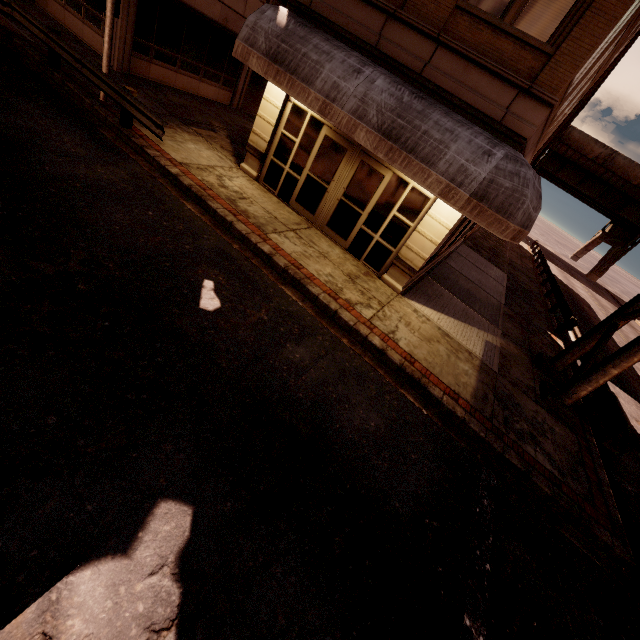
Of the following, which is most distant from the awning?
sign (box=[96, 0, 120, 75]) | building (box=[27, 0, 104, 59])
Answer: sign (box=[96, 0, 120, 75])

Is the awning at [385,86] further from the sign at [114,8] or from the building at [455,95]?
the sign at [114,8]

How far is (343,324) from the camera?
7.30m

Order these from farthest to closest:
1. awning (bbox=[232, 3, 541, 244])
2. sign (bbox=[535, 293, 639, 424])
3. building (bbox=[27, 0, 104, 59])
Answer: building (bbox=[27, 0, 104, 59])
sign (bbox=[535, 293, 639, 424])
awning (bbox=[232, 3, 541, 244])

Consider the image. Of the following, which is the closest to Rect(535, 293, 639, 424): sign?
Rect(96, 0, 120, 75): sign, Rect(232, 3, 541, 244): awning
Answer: Rect(232, 3, 541, 244): awning

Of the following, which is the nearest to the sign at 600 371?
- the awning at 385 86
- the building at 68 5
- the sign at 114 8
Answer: the awning at 385 86
